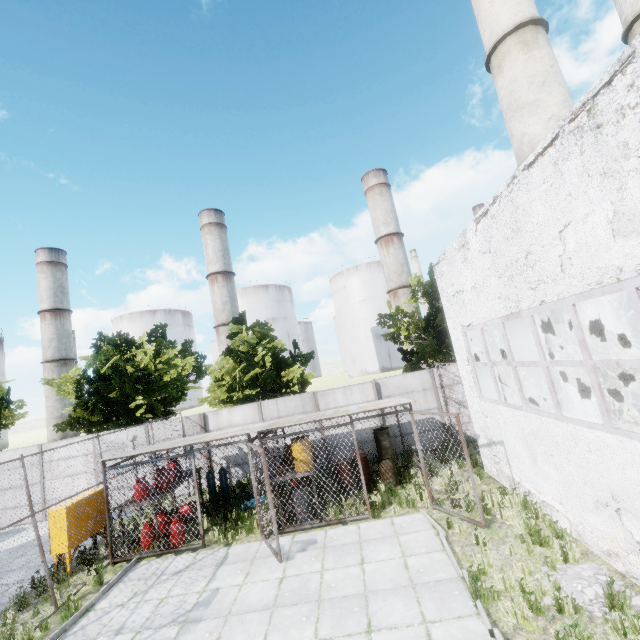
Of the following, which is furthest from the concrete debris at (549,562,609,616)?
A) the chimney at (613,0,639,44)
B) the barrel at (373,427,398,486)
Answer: the chimney at (613,0,639,44)

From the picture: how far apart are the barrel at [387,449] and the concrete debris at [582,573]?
6.3m

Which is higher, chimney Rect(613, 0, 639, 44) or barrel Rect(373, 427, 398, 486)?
chimney Rect(613, 0, 639, 44)

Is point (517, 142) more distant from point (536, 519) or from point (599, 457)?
point (536, 519)

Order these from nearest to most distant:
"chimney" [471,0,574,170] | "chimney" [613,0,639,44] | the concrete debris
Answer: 1. the concrete debris
2. "chimney" [471,0,574,170]
3. "chimney" [613,0,639,44]

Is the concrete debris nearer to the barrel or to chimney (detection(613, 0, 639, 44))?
the barrel

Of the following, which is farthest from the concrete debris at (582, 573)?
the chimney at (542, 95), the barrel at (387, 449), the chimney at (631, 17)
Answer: the chimney at (631, 17)

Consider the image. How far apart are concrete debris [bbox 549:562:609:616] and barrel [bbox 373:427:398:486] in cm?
628
